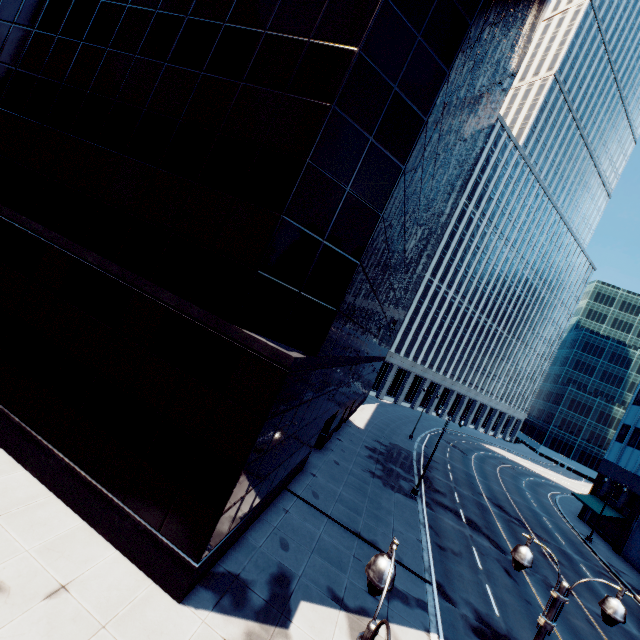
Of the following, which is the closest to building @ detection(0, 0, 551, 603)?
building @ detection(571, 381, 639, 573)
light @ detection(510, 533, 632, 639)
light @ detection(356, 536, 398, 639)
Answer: light @ detection(356, 536, 398, 639)

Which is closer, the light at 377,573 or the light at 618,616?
the light at 377,573

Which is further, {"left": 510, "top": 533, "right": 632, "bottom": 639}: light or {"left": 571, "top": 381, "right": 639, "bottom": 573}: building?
{"left": 571, "top": 381, "right": 639, "bottom": 573}: building

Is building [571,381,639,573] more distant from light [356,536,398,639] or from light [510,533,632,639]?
light [356,536,398,639]

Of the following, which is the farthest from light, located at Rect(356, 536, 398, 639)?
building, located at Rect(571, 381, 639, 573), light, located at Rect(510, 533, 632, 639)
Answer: building, located at Rect(571, 381, 639, 573)

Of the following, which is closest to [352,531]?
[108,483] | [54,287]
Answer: [108,483]

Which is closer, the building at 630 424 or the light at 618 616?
the light at 618 616

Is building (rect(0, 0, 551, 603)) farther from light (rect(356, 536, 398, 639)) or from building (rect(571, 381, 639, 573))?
building (rect(571, 381, 639, 573))
